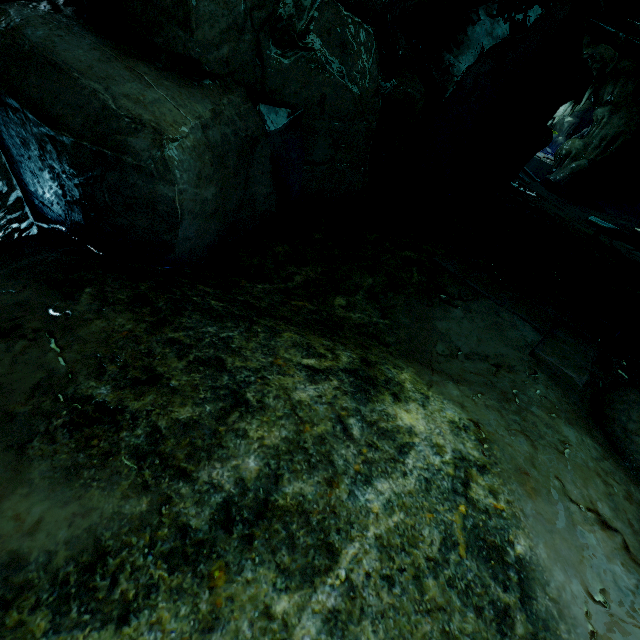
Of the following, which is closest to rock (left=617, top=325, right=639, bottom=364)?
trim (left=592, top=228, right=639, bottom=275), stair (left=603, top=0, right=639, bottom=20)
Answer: stair (left=603, top=0, right=639, bottom=20)

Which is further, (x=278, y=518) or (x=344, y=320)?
(x=344, y=320)

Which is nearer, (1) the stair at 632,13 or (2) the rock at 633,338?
(2) the rock at 633,338

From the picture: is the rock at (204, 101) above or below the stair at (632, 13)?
below

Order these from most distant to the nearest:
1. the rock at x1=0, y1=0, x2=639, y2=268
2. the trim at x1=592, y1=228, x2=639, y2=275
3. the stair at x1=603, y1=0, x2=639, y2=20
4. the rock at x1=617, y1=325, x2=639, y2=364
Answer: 1. the stair at x1=603, y1=0, x2=639, y2=20
2. the trim at x1=592, y1=228, x2=639, y2=275
3. the rock at x1=617, y1=325, x2=639, y2=364
4. the rock at x1=0, y1=0, x2=639, y2=268
